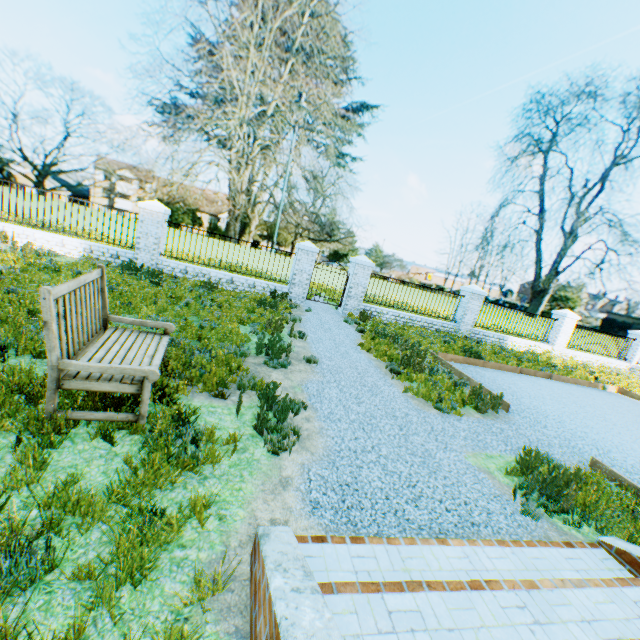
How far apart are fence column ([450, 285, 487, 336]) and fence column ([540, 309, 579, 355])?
4.8 meters

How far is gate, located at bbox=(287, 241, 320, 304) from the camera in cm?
1244

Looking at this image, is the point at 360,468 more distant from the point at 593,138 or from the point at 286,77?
the point at 593,138

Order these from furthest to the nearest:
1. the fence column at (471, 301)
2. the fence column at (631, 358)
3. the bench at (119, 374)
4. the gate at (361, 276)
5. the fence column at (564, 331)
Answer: the fence column at (631, 358) < the fence column at (564, 331) < the fence column at (471, 301) < the gate at (361, 276) < the bench at (119, 374)

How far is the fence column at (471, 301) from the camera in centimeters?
1444cm

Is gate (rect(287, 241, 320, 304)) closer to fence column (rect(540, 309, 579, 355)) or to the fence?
the fence

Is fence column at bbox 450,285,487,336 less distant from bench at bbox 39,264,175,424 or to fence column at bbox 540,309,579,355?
fence column at bbox 540,309,579,355

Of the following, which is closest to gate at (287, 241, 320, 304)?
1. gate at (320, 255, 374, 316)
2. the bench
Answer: gate at (320, 255, 374, 316)
